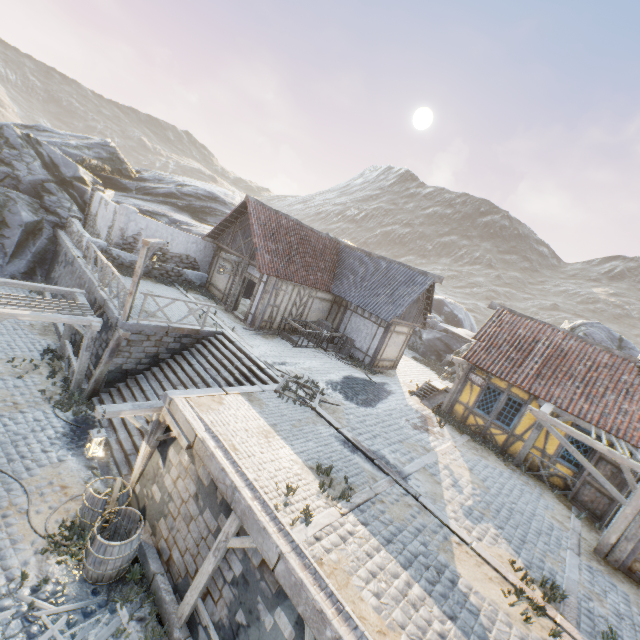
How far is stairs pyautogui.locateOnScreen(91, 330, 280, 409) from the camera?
11.7 meters

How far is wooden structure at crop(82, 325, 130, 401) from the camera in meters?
11.4 m

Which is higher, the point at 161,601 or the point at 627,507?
the point at 627,507

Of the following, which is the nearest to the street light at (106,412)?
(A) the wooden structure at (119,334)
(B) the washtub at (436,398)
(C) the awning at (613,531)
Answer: (A) the wooden structure at (119,334)

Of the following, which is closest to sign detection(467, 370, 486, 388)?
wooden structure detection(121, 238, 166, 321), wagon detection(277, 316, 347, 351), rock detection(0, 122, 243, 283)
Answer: wagon detection(277, 316, 347, 351)

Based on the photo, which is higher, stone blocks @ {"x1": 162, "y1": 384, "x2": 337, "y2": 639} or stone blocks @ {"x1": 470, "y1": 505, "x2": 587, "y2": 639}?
stone blocks @ {"x1": 470, "y1": 505, "x2": 587, "y2": 639}

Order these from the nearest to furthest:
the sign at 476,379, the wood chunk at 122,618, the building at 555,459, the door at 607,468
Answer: the wood chunk at 122,618
the door at 607,468
the building at 555,459
the sign at 476,379

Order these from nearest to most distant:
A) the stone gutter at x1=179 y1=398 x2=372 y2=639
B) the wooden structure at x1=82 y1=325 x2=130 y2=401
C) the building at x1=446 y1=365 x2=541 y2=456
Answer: the stone gutter at x1=179 y1=398 x2=372 y2=639, the wooden structure at x1=82 y1=325 x2=130 y2=401, the building at x1=446 y1=365 x2=541 y2=456
